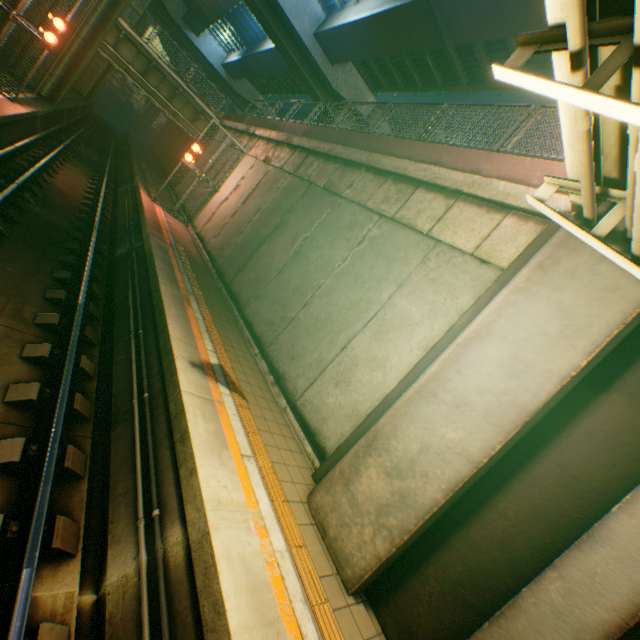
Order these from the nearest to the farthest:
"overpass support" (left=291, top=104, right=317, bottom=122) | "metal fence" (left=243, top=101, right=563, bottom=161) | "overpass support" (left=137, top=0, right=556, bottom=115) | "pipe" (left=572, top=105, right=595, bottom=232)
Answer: "pipe" (left=572, top=105, right=595, bottom=232), "metal fence" (left=243, top=101, right=563, bottom=161), "overpass support" (left=137, top=0, right=556, bottom=115), "overpass support" (left=291, top=104, right=317, bottom=122)

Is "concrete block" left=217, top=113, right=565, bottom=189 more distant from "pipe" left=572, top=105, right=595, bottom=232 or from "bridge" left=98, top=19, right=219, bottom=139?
"pipe" left=572, top=105, right=595, bottom=232

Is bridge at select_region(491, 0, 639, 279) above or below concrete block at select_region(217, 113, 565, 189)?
below

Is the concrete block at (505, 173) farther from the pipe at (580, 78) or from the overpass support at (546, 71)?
the pipe at (580, 78)

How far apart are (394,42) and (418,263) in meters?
16.1 m

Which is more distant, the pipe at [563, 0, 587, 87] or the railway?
the railway

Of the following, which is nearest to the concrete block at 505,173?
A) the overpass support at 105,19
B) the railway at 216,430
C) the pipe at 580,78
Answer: the overpass support at 105,19

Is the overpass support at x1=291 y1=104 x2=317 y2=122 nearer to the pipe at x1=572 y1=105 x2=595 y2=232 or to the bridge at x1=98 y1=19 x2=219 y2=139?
the bridge at x1=98 y1=19 x2=219 y2=139
